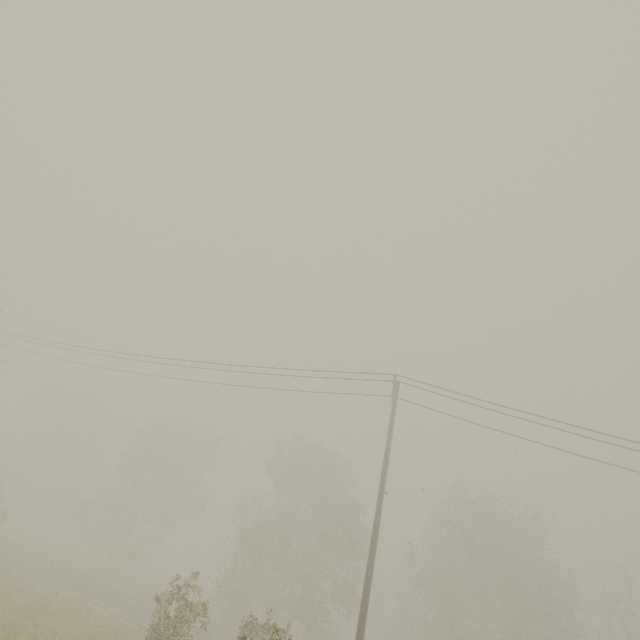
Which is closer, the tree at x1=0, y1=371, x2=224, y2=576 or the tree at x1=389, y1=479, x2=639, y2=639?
the tree at x1=389, y1=479, x2=639, y2=639

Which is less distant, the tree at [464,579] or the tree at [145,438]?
the tree at [464,579]

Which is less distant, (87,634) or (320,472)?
(87,634)
